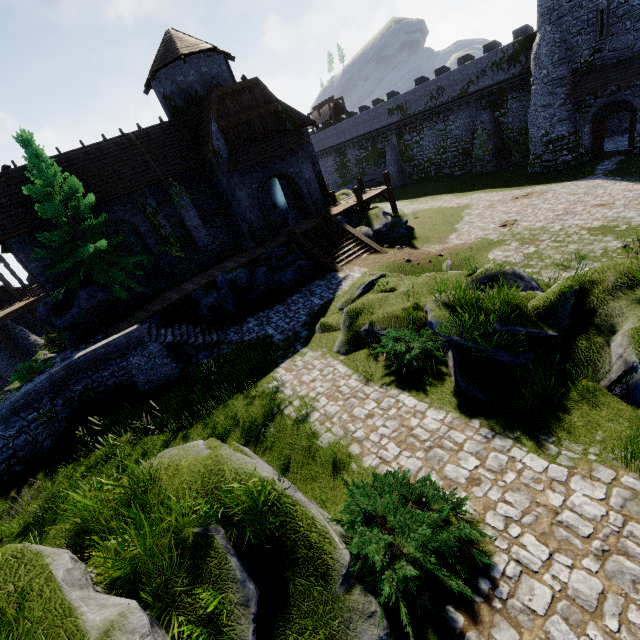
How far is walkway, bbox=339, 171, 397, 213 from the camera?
22.8 meters

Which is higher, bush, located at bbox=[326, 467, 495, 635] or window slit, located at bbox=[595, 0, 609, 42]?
window slit, located at bbox=[595, 0, 609, 42]

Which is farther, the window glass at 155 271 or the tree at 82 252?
the window glass at 155 271

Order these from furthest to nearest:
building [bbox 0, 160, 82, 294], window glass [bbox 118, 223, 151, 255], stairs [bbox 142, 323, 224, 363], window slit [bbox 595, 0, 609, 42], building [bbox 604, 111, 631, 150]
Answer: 1. building [bbox 604, 111, 631, 150]
2. window slit [bbox 595, 0, 609, 42]
3. window glass [bbox 118, 223, 151, 255]
4. building [bbox 0, 160, 82, 294]
5. stairs [bbox 142, 323, 224, 363]

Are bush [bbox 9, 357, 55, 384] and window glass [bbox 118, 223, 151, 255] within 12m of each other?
yes

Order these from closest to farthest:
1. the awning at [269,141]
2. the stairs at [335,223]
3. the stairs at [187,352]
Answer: the stairs at [187,352], the stairs at [335,223], the awning at [269,141]

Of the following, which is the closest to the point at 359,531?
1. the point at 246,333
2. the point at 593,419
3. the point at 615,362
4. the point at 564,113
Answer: the point at 593,419

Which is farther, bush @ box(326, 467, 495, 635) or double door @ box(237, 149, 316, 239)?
double door @ box(237, 149, 316, 239)
